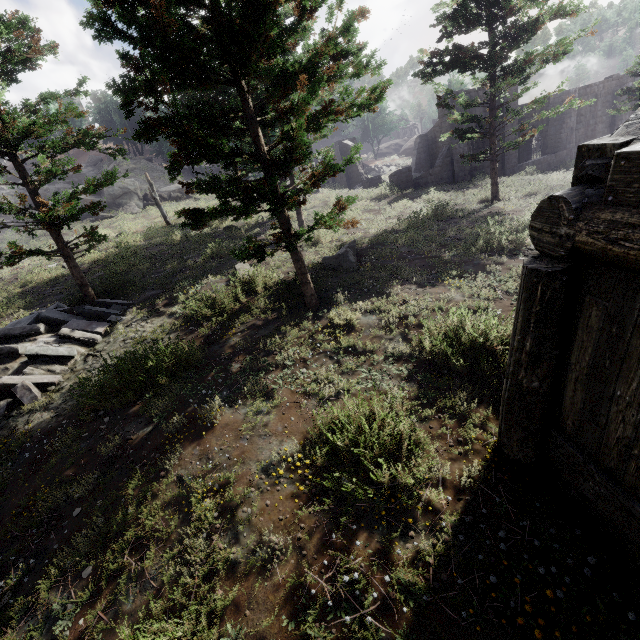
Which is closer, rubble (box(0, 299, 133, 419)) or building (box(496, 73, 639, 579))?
building (box(496, 73, 639, 579))

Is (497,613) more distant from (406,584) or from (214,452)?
(214,452)

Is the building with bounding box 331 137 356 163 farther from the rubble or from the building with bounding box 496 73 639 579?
the building with bounding box 496 73 639 579

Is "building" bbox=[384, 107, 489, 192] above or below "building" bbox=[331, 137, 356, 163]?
below

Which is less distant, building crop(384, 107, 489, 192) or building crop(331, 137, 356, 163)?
building crop(384, 107, 489, 192)

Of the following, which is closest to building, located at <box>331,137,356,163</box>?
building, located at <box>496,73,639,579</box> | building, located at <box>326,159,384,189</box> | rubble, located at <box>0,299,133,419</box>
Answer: building, located at <box>326,159,384,189</box>

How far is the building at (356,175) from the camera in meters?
27.8

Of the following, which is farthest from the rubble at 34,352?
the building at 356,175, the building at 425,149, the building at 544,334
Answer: the building at 356,175
